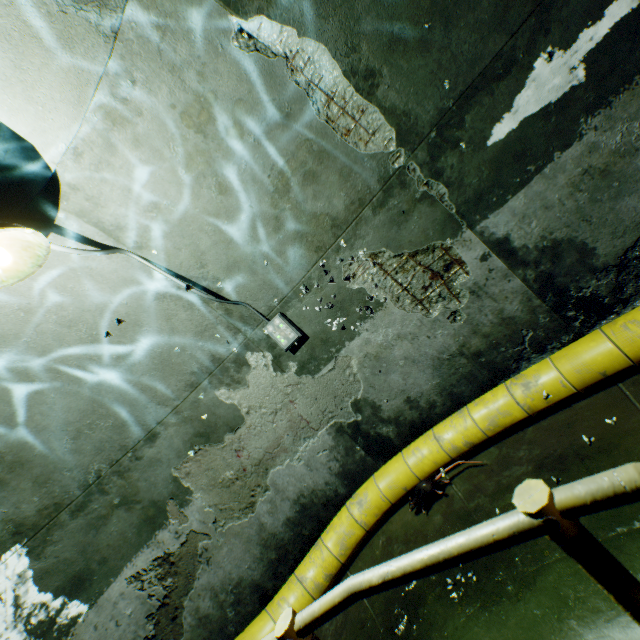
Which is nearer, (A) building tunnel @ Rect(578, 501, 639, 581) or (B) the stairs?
(B) the stairs

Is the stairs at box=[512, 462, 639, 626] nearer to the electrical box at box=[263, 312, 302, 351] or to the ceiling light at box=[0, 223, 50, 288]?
the ceiling light at box=[0, 223, 50, 288]

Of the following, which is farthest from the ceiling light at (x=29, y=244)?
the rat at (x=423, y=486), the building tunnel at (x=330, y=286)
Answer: the rat at (x=423, y=486)

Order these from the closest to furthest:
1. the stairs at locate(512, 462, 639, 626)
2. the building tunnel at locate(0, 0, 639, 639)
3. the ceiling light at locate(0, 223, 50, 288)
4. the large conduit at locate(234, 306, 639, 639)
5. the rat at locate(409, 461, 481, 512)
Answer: the stairs at locate(512, 462, 639, 626) < the ceiling light at locate(0, 223, 50, 288) < the building tunnel at locate(0, 0, 639, 639) < the large conduit at locate(234, 306, 639, 639) < the rat at locate(409, 461, 481, 512)

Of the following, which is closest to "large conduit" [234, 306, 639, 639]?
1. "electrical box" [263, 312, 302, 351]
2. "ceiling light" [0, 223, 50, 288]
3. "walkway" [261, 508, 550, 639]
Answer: "walkway" [261, 508, 550, 639]

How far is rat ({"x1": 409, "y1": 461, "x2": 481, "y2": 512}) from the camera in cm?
356

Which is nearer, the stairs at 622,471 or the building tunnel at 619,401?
the stairs at 622,471

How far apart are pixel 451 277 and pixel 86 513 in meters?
4.7 m
